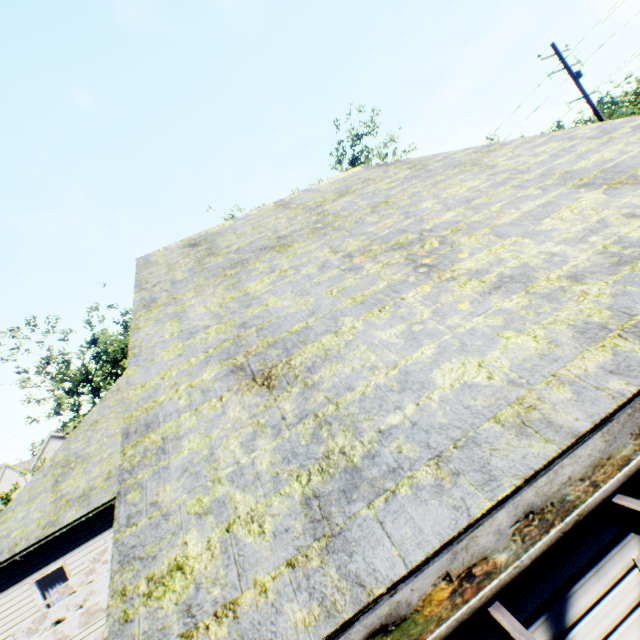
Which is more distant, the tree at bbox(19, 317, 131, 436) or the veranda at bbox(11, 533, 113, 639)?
the tree at bbox(19, 317, 131, 436)

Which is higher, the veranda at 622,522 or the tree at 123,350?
the tree at 123,350

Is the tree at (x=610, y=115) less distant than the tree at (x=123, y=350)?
No

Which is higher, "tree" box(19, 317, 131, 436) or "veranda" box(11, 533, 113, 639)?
"tree" box(19, 317, 131, 436)

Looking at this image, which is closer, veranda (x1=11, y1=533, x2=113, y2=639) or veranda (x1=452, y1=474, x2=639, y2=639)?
veranda (x1=452, y1=474, x2=639, y2=639)

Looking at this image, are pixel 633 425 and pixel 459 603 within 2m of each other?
yes

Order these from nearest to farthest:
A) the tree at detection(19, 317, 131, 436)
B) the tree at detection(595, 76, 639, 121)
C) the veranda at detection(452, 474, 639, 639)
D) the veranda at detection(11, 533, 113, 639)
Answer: the veranda at detection(452, 474, 639, 639), the veranda at detection(11, 533, 113, 639), the tree at detection(19, 317, 131, 436), the tree at detection(595, 76, 639, 121)
